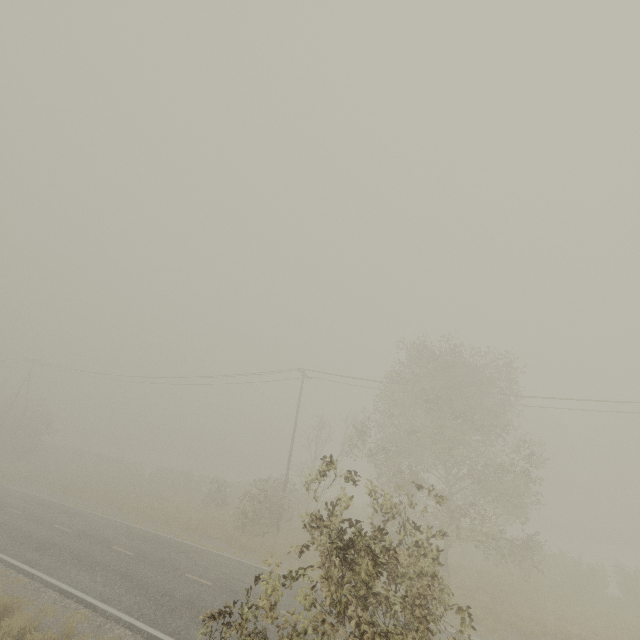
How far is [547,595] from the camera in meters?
18.1 m
